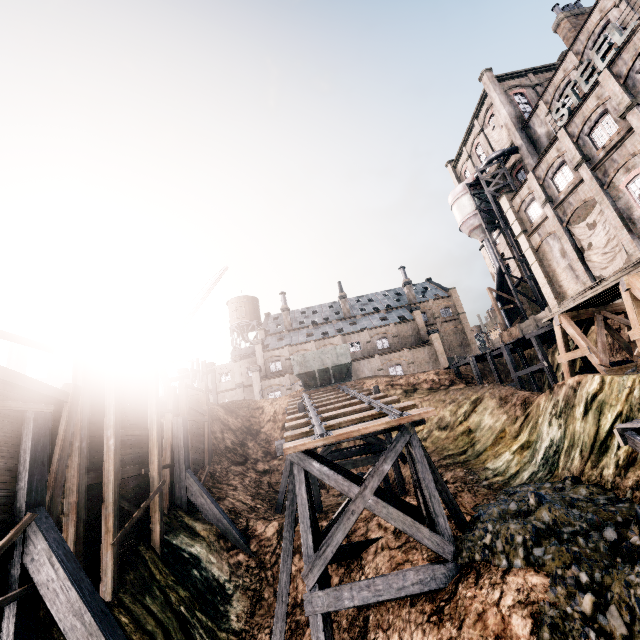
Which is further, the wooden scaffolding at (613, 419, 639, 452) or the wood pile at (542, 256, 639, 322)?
the wood pile at (542, 256, 639, 322)

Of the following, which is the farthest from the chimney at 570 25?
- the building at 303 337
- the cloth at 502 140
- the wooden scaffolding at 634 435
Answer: the wooden scaffolding at 634 435

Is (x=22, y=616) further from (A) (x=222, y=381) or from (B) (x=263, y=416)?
(A) (x=222, y=381)

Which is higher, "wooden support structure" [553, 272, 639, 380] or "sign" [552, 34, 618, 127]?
"sign" [552, 34, 618, 127]

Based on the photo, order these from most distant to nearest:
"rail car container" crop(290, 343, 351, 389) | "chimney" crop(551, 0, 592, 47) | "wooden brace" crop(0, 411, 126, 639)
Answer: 1. "chimney" crop(551, 0, 592, 47)
2. "rail car container" crop(290, 343, 351, 389)
3. "wooden brace" crop(0, 411, 126, 639)

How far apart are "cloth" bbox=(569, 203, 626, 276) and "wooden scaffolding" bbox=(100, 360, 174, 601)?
31.53m

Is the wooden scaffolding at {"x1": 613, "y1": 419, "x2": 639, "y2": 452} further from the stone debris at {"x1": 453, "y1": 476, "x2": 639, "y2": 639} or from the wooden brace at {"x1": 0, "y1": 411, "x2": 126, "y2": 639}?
the wooden brace at {"x1": 0, "y1": 411, "x2": 126, "y2": 639}

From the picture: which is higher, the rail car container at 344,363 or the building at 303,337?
the building at 303,337
